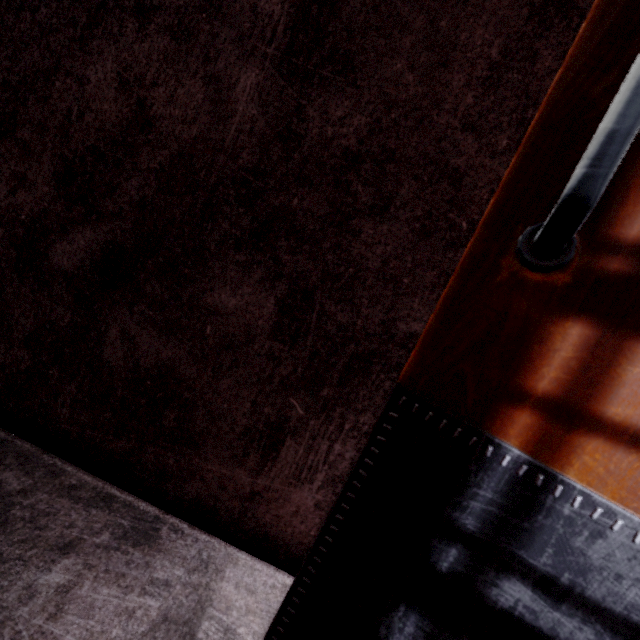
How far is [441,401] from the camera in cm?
48
